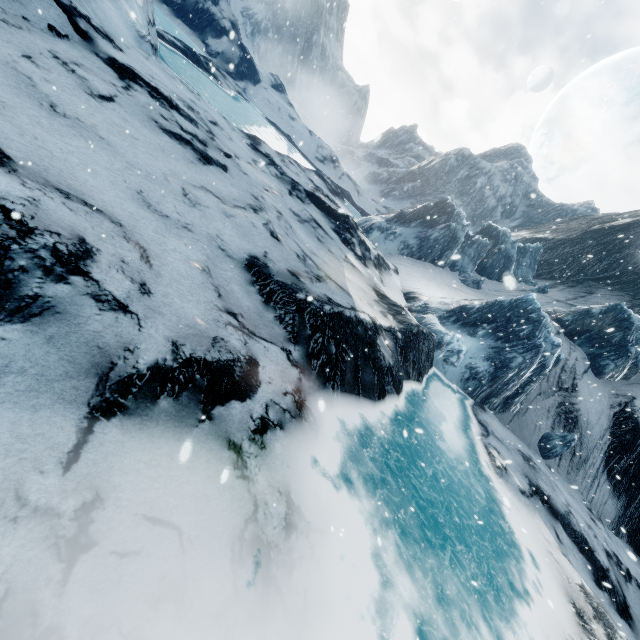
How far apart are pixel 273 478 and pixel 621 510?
23.7 meters
